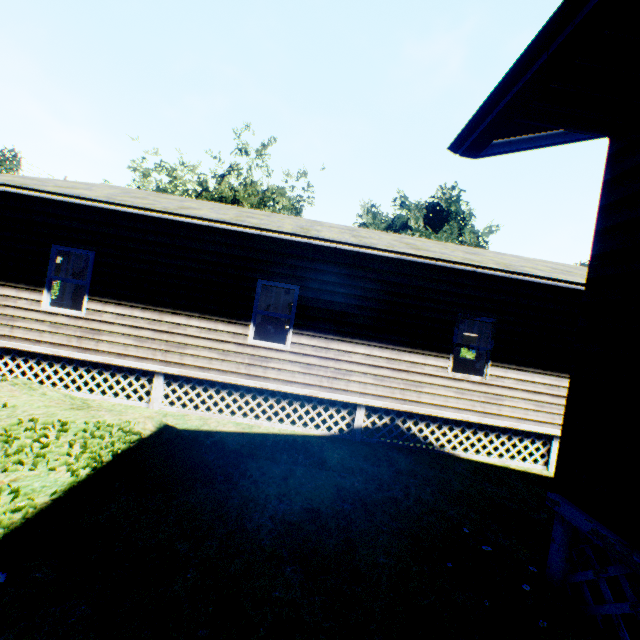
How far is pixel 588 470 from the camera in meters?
2.7 m
